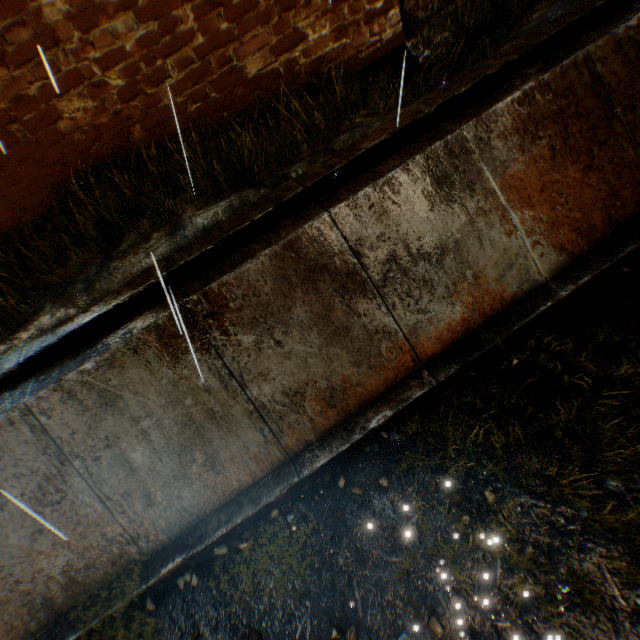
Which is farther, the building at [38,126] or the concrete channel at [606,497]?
the building at [38,126]

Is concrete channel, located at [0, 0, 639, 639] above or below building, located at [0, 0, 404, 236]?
below

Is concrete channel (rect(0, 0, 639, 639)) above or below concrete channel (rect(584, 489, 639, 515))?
above

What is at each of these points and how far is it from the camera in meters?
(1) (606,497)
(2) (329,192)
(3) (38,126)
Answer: (1) concrete channel, 3.3
(2) concrete channel, 4.5
(3) building, 4.4

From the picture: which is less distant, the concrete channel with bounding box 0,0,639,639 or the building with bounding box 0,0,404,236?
the concrete channel with bounding box 0,0,639,639

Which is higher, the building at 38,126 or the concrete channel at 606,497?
the building at 38,126
